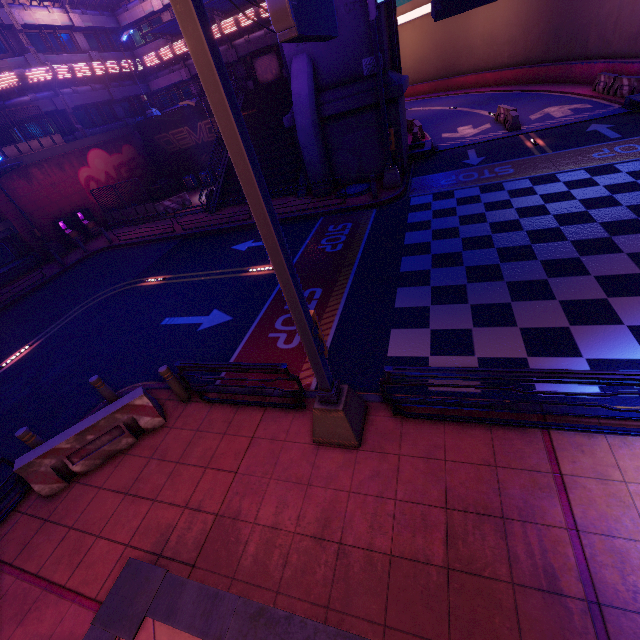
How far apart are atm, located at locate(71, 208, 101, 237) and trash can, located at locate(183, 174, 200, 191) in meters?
7.9

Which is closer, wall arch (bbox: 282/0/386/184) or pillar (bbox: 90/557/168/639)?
pillar (bbox: 90/557/168/639)

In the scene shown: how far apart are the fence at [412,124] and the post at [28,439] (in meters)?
25.12

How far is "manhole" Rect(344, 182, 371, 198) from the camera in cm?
1605

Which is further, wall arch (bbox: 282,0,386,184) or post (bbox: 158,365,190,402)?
wall arch (bbox: 282,0,386,184)

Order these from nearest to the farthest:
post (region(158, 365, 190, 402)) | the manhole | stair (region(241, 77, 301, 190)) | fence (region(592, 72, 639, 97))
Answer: post (region(158, 365, 190, 402)) < the manhole < fence (region(592, 72, 639, 97)) < stair (region(241, 77, 301, 190))

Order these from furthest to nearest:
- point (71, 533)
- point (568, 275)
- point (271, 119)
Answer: point (271, 119) < point (568, 275) < point (71, 533)

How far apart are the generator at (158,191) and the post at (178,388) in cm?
2727
